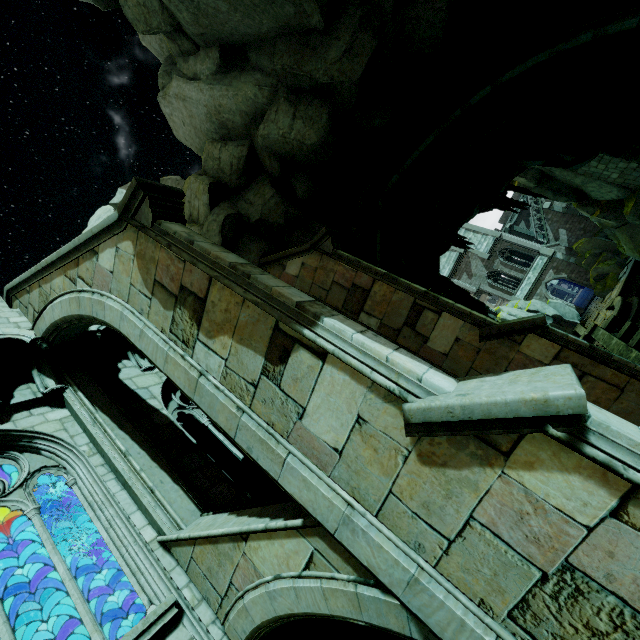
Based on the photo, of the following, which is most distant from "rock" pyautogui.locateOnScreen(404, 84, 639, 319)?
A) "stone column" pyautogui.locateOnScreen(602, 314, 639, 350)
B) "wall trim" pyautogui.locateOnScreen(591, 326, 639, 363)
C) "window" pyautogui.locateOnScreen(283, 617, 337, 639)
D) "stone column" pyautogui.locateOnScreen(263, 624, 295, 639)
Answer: "stone column" pyautogui.locateOnScreen(263, 624, 295, 639)

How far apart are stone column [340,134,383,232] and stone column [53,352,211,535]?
9.8m

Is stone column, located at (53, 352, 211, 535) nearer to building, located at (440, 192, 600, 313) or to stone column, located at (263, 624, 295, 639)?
building, located at (440, 192, 600, 313)

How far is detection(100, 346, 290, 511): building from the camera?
7.2 meters

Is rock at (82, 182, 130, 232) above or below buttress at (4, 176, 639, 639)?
above

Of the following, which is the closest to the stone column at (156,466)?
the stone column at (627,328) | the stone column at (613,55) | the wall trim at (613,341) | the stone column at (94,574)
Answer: the stone column at (94,574)

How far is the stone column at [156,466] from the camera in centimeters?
632cm

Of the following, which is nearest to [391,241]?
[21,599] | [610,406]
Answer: [610,406]
